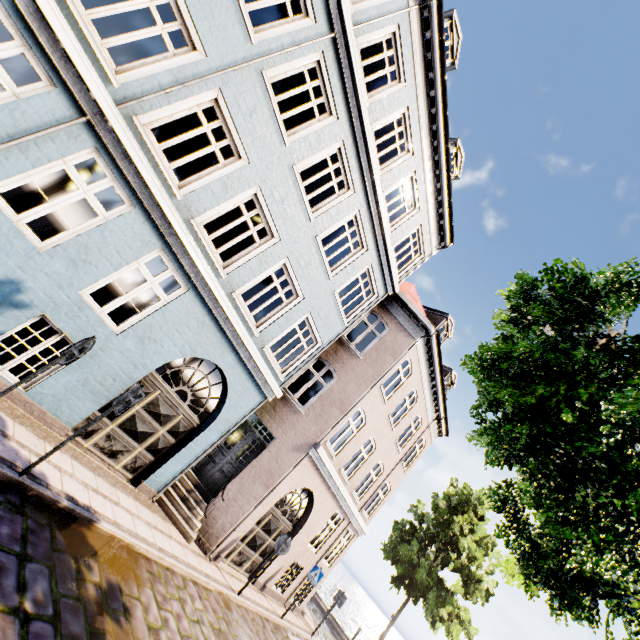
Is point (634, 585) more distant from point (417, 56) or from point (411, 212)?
point (417, 56)
